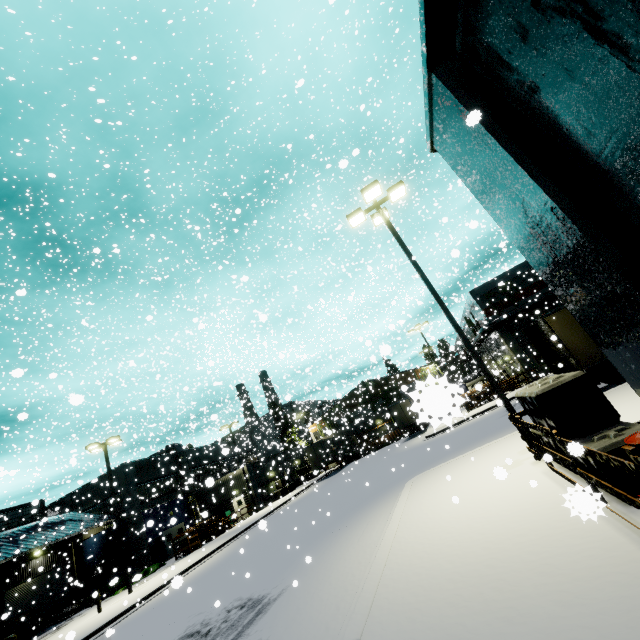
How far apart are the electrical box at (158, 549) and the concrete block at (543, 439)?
13.8m

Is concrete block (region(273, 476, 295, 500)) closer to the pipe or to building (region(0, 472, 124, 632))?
building (region(0, 472, 124, 632))

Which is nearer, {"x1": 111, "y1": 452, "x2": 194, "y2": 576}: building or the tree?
{"x1": 111, "y1": 452, "x2": 194, "y2": 576}: building

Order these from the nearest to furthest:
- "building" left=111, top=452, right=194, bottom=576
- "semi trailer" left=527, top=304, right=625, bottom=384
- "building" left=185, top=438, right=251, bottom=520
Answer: "semi trailer" left=527, top=304, right=625, bottom=384 → "building" left=111, top=452, right=194, bottom=576 → "building" left=185, top=438, right=251, bottom=520

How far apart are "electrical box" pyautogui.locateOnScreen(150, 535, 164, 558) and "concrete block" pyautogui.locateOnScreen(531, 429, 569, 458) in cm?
1378

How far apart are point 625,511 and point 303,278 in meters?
36.9

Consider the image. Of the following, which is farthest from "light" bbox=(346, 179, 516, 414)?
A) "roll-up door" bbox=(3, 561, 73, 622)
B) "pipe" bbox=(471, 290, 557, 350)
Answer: "pipe" bbox=(471, 290, 557, 350)

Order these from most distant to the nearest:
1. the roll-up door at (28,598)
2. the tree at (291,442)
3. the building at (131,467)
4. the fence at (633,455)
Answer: the tree at (291,442)
the building at (131,467)
the roll-up door at (28,598)
the fence at (633,455)
